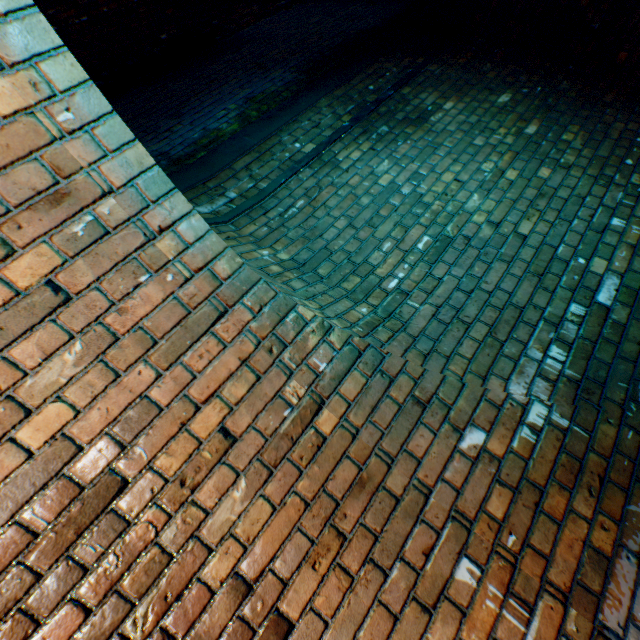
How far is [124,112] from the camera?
3.19m
